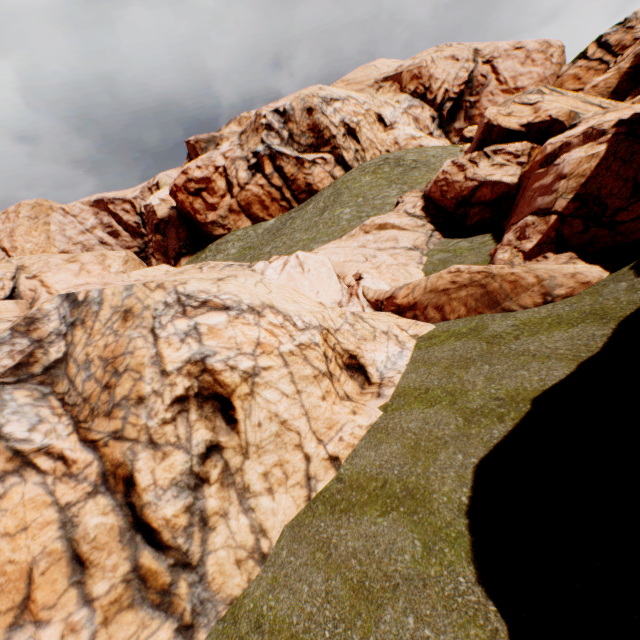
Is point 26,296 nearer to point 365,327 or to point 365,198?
point 365,198
